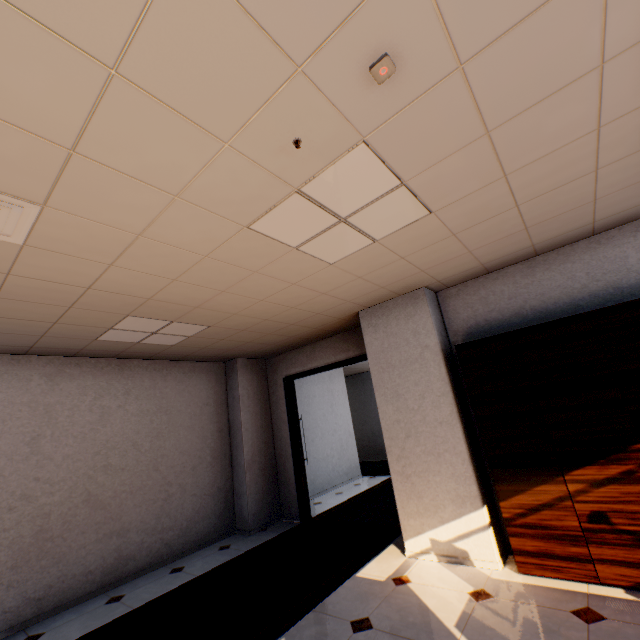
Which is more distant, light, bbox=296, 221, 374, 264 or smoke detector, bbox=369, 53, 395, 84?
light, bbox=296, 221, 374, 264

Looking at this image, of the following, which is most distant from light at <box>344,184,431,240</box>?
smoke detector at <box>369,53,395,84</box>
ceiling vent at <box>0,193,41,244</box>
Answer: ceiling vent at <box>0,193,41,244</box>

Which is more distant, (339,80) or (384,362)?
(384,362)

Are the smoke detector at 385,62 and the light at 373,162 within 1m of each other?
yes

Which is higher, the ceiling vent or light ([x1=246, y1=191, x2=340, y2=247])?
light ([x1=246, y1=191, x2=340, y2=247])

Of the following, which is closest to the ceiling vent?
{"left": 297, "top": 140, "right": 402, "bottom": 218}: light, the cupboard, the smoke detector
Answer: {"left": 297, "top": 140, "right": 402, "bottom": 218}: light

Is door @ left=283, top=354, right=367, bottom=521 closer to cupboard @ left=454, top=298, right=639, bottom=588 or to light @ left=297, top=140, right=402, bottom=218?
cupboard @ left=454, top=298, right=639, bottom=588

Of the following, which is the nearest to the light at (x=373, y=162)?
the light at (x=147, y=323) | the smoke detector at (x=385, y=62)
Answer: the smoke detector at (x=385, y=62)
